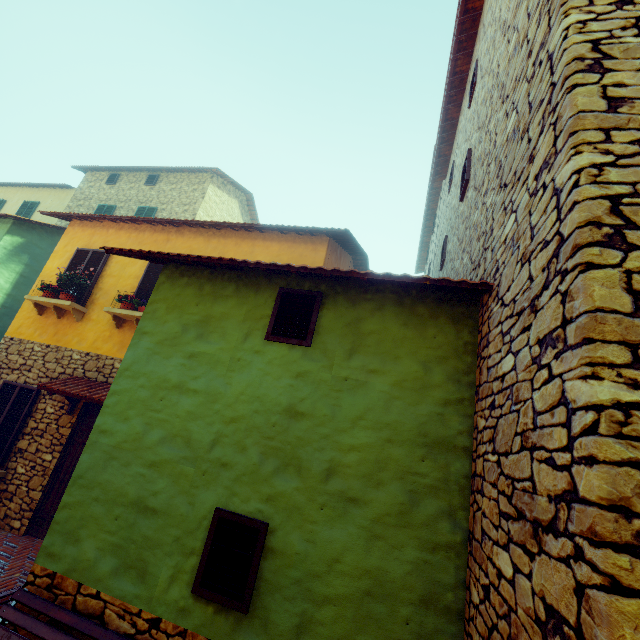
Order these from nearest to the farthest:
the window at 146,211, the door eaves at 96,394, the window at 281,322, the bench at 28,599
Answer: the bench at 28,599
the window at 281,322
the door eaves at 96,394
the window at 146,211

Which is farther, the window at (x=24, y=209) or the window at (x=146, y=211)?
the window at (x=24, y=209)

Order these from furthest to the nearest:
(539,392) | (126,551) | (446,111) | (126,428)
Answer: (446,111) → (126,428) → (126,551) → (539,392)

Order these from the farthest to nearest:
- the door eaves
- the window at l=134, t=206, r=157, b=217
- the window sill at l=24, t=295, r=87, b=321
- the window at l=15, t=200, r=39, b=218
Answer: the window at l=15, t=200, r=39, b=218
the window at l=134, t=206, r=157, b=217
the window sill at l=24, t=295, r=87, b=321
the door eaves

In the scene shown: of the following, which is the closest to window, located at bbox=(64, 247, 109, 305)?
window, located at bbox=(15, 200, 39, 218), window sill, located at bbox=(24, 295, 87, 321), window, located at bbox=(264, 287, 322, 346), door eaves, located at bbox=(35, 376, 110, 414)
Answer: window sill, located at bbox=(24, 295, 87, 321)

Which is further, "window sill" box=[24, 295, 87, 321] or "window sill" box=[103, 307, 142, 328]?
"window sill" box=[24, 295, 87, 321]

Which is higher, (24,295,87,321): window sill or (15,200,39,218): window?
(15,200,39,218): window

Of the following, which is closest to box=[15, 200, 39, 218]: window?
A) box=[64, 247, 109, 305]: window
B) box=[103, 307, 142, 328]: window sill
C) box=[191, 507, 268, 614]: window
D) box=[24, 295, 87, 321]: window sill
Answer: box=[64, 247, 109, 305]: window
